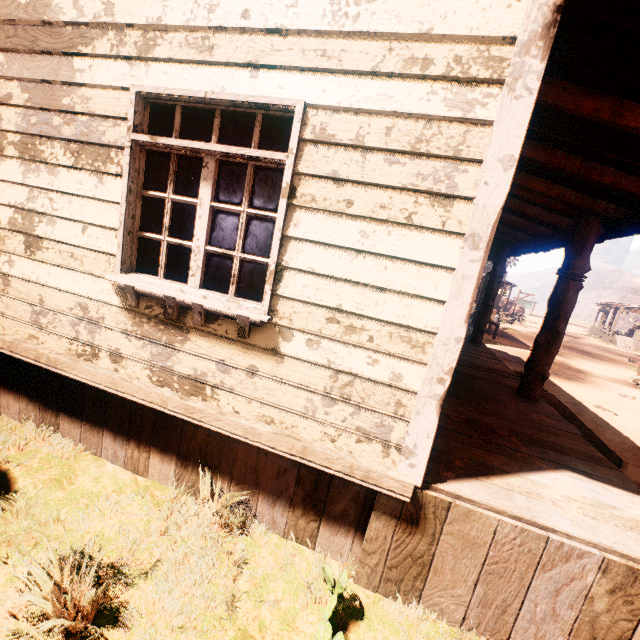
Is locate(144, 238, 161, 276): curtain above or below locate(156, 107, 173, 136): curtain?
below

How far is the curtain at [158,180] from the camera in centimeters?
264cm

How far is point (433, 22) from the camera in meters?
1.9 m

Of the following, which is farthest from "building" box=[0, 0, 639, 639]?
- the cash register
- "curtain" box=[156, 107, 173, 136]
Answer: the cash register

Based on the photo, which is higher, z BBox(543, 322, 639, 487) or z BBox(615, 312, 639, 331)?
z BBox(615, 312, 639, 331)

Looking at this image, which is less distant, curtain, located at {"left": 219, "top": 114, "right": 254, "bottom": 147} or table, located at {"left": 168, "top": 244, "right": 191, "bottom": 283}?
curtain, located at {"left": 219, "top": 114, "right": 254, "bottom": 147}

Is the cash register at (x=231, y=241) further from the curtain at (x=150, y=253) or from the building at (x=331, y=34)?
the curtain at (x=150, y=253)
